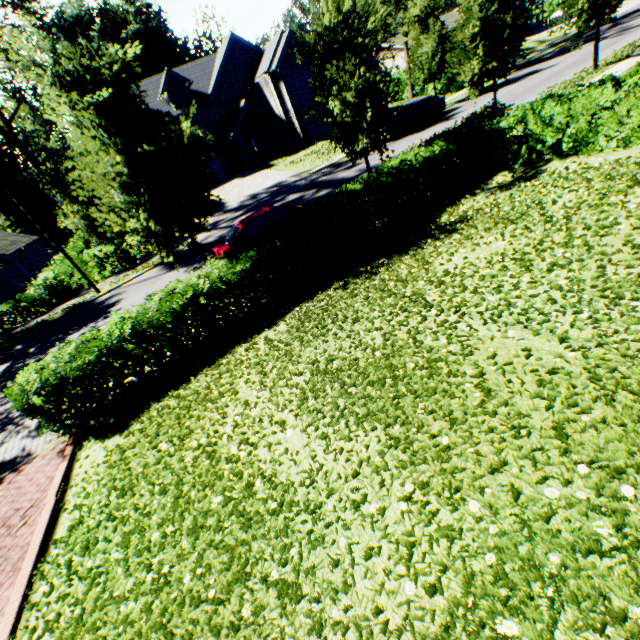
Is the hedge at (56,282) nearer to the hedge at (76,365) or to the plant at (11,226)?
the hedge at (76,365)

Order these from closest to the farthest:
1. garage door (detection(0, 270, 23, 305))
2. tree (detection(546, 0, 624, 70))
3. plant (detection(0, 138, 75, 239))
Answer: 1. tree (detection(546, 0, 624, 70))
2. garage door (detection(0, 270, 23, 305))
3. plant (detection(0, 138, 75, 239))

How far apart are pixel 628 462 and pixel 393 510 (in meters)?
1.87

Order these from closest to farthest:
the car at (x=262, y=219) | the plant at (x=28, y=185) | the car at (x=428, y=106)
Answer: the car at (x=262, y=219)
the car at (x=428, y=106)
the plant at (x=28, y=185)

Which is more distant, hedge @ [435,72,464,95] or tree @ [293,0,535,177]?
hedge @ [435,72,464,95]

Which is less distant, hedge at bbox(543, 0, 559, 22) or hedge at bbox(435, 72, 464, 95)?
hedge at bbox(435, 72, 464, 95)

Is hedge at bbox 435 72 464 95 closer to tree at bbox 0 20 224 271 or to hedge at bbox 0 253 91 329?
tree at bbox 0 20 224 271

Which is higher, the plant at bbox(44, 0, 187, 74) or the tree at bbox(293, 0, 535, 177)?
the plant at bbox(44, 0, 187, 74)
